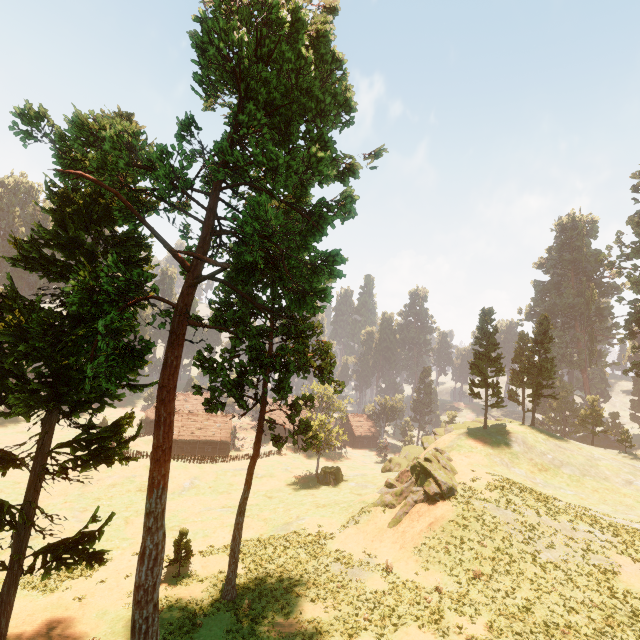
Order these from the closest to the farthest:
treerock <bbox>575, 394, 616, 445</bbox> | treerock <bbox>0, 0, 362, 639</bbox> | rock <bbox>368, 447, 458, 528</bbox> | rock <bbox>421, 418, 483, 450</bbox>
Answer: treerock <bbox>0, 0, 362, 639</bbox> → rock <bbox>368, 447, 458, 528</bbox> → rock <bbox>421, 418, 483, 450</bbox> → treerock <bbox>575, 394, 616, 445</bbox>

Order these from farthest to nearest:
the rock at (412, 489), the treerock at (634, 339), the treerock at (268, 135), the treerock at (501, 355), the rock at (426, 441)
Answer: the rock at (426, 441), the treerock at (634, 339), the treerock at (501, 355), the rock at (412, 489), the treerock at (268, 135)

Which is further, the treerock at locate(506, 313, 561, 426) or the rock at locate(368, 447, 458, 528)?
the treerock at locate(506, 313, 561, 426)

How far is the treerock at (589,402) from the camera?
53.0 meters

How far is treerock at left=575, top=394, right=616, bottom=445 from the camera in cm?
5297

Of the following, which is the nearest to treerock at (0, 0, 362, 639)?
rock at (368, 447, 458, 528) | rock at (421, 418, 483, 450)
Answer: rock at (421, 418, 483, 450)

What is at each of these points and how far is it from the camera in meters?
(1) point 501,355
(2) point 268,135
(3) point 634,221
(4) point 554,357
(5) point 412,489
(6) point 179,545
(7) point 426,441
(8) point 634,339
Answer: (1) treerock, 43.1
(2) treerock, 14.9
(3) treerock, 47.3
(4) treerock, 45.4
(5) rock, 31.0
(6) treerock, 25.8
(7) rock, 45.8
(8) treerock, 48.1
